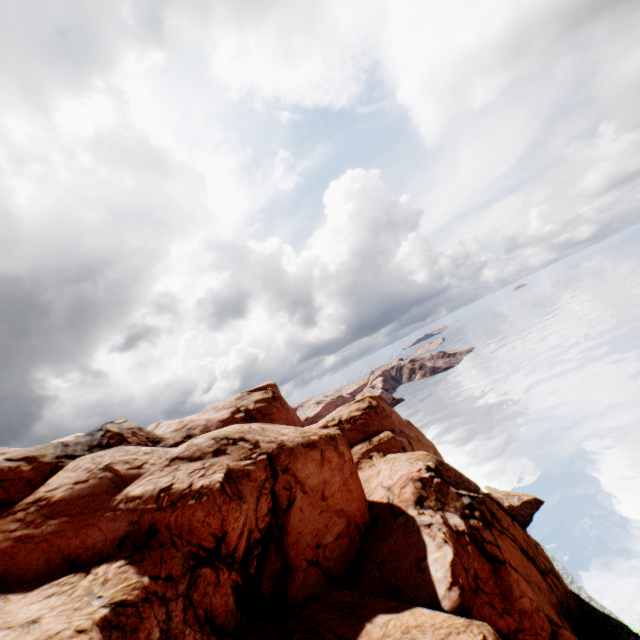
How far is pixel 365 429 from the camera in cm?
4416
